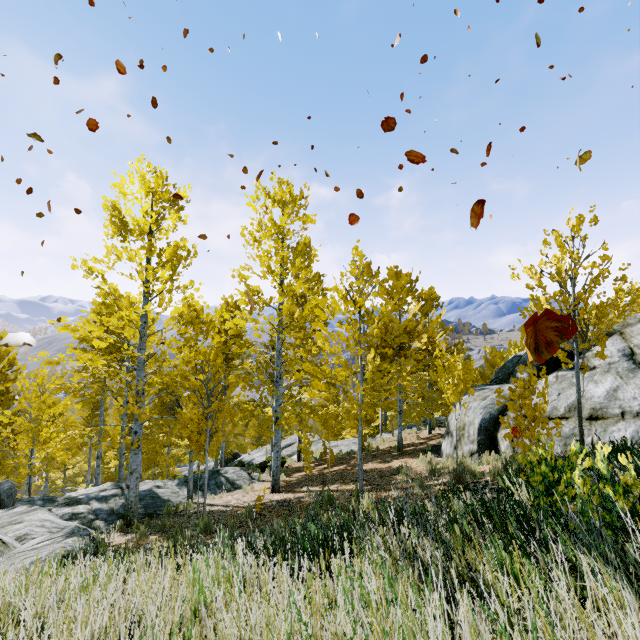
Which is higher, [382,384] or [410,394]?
[382,384]

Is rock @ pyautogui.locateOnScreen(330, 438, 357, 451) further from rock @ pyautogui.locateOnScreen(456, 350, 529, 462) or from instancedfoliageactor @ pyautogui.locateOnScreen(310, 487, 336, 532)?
rock @ pyautogui.locateOnScreen(456, 350, 529, 462)

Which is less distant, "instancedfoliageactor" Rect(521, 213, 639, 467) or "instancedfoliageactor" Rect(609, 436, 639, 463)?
"instancedfoliageactor" Rect(609, 436, 639, 463)

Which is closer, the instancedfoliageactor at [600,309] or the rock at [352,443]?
the instancedfoliageactor at [600,309]

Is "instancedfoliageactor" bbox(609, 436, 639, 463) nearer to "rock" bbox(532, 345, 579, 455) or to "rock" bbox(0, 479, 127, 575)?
"rock" bbox(0, 479, 127, 575)

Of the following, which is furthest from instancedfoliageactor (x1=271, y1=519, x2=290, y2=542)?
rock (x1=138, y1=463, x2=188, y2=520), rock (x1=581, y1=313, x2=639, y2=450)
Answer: rock (x1=581, y1=313, x2=639, y2=450)

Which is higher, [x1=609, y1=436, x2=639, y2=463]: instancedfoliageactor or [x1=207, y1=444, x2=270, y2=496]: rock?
[x1=609, y1=436, x2=639, y2=463]: instancedfoliageactor

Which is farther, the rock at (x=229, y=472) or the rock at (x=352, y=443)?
the rock at (x=352, y=443)
